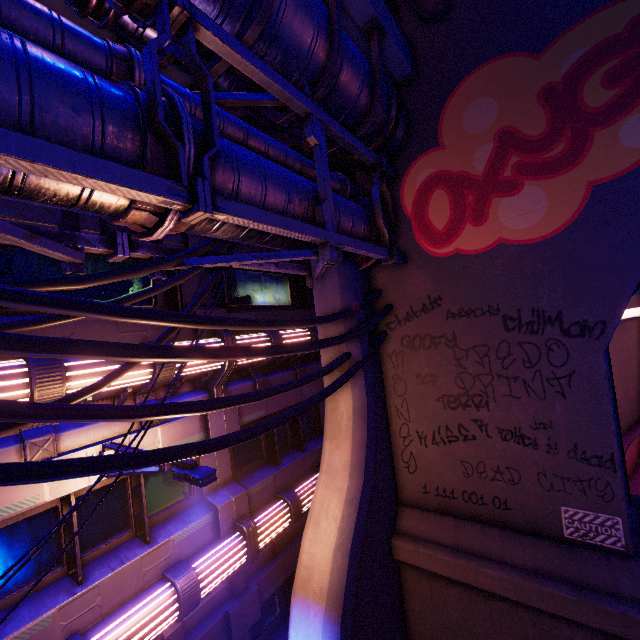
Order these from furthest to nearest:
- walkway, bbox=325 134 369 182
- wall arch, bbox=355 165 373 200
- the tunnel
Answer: wall arch, bbox=355 165 373 200, the tunnel, walkway, bbox=325 134 369 182

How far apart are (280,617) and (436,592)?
5.0m

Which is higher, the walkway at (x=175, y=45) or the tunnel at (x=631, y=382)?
the walkway at (x=175, y=45)

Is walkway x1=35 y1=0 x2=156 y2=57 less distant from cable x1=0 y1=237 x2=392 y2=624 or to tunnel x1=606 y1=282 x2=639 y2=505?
cable x1=0 y1=237 x2=392 y2=624

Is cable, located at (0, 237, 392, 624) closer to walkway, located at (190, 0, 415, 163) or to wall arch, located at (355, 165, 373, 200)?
wall arch, located at (355, 165, 373, 200)

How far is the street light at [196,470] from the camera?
4.1 meters

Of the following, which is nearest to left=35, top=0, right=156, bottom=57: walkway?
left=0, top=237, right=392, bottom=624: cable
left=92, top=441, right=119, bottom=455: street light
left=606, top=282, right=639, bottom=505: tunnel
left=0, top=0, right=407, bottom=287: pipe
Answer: left=0, top=0, right=407, bottom=287: pipe

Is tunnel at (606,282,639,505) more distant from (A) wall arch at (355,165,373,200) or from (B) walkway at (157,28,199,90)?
(B) walkway at (157,28,199,90)
